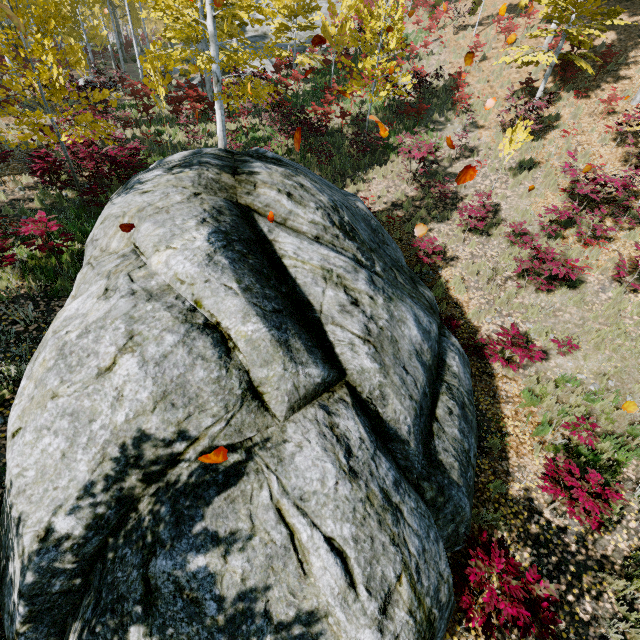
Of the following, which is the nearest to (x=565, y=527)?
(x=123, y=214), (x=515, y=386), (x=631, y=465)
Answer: (x=631, y=465)

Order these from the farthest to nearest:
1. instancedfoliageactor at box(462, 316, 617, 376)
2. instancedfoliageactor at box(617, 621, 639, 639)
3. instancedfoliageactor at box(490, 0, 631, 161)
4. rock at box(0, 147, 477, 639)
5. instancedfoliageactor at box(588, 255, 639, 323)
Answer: instancedfoliageactor at box(490, 0, 631, 161) < instancedfoliageactor at box(588, 255, 639, 323) < instancedfoliageactor at box(462, 316, 617, 376) < instancedfoliageactor at box(617, 621, 639, 639) < rock at box(0, 147, 477, 639)

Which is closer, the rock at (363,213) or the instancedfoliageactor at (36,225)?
the rock at (363,213)

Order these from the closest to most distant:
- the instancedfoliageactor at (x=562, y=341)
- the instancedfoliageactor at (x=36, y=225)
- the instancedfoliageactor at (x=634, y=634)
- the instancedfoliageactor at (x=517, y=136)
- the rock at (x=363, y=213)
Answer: the rock at (x=363, y=213) → the instancedfoliageactor at (x=634, y=634) → the instancedfoliageactor at (x=36, y=225) → the instancedfoliageactor at (x=562, y=341) → the instancedfoliageactor at (x=517, y=136)

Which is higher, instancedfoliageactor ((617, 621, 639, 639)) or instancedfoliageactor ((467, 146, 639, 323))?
instancedfoliageactor ((467, 146, 639, 323))

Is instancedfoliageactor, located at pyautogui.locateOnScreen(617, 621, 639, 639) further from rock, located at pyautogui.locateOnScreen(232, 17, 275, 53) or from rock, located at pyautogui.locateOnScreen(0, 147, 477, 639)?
rock, located at pyautogui.locateOnScreen(0, 147, 477, 639)

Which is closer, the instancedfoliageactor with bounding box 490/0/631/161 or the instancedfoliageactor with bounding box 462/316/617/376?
the instancedfoliageactor with bounding box 462/316/617/376
